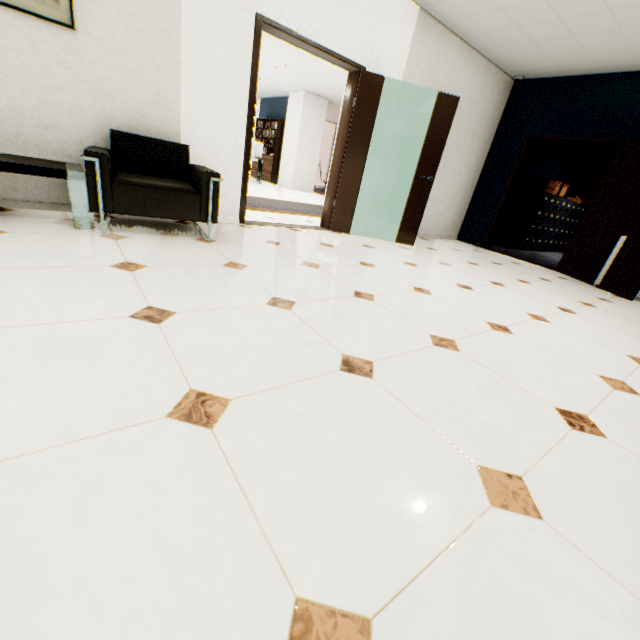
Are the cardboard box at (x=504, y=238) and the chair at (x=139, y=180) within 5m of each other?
no

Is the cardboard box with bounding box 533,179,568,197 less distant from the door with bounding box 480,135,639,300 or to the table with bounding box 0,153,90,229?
the door with bounding box 480,135,639,300

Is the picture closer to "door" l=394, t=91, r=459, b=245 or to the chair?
the chair

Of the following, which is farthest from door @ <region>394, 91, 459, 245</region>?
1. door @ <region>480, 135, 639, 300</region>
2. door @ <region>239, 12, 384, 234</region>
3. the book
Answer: the book

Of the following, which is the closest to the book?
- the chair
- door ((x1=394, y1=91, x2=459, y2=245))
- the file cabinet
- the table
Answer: the file cabinet

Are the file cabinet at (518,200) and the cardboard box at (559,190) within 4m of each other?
yes

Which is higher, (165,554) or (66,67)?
(66,67)

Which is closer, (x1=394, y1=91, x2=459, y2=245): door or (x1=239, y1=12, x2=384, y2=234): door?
(x1=239, y1=12, x2=384, y2=234): door
